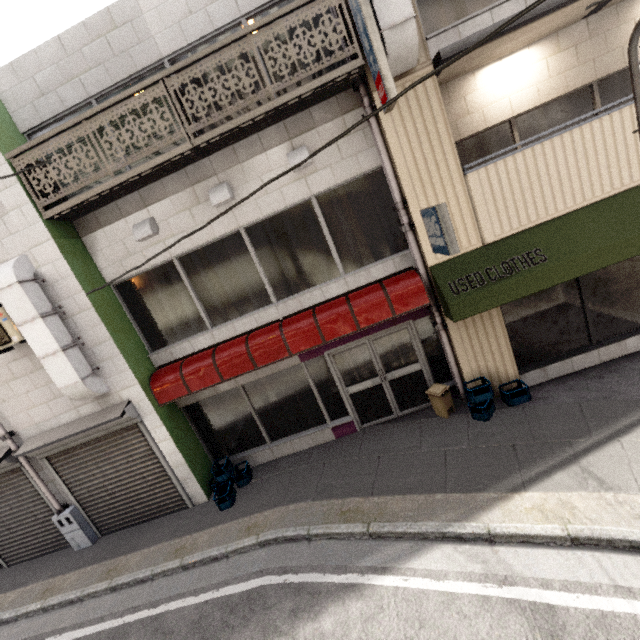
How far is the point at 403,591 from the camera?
4.0 meters

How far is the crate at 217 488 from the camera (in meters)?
6.51

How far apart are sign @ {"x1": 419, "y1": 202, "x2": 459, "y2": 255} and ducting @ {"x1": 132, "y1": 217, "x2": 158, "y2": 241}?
4.8 meters

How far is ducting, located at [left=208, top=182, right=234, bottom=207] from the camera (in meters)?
5.68

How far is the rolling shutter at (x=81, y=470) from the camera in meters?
6.6

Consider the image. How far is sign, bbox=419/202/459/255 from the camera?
4.6 meters

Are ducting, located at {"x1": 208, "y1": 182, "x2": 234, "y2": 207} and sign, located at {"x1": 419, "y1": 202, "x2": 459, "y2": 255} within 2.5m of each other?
no

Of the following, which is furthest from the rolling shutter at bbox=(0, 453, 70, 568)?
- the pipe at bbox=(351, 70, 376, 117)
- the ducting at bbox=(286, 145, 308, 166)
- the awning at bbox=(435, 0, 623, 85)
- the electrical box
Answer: the awning at bbox=(435, 0, 623, 85)
